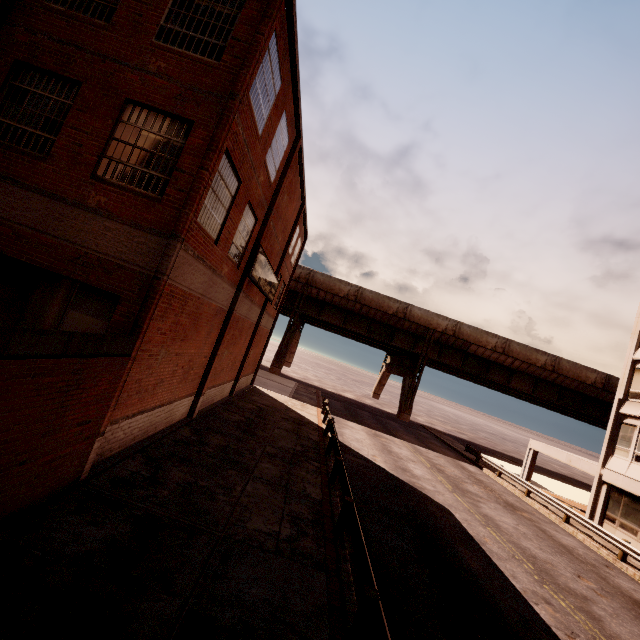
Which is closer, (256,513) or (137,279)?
(137,279)

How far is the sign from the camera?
14.5m

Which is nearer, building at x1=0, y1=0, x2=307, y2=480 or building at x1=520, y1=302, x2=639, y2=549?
building at x1=0, y1=0, x2=307, y2=480

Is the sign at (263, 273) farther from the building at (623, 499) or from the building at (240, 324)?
the building at (623, 499)

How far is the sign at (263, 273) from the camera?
14.5m

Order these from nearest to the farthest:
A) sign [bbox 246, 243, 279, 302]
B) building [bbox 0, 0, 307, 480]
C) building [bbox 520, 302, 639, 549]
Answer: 1. building [bbox 0, 0, 307, 480]
2. sign [bbox 246, 243, 279, 302]
3. building [bbox 520, 302, 639, 549]

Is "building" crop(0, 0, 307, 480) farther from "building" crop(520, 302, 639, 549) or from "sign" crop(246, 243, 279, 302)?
"building" crop(520, 302, 639, 549)
